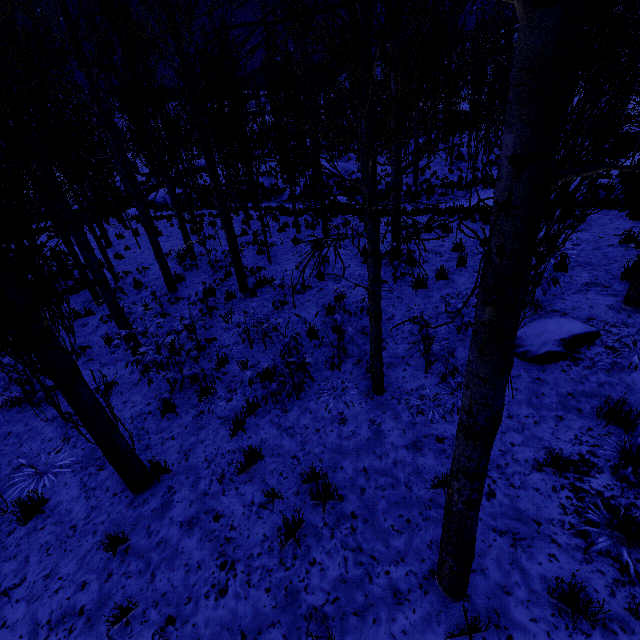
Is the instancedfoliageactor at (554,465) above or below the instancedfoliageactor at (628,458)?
below

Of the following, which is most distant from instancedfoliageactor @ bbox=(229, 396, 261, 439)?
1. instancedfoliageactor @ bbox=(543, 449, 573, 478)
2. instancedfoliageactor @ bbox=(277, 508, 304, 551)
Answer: instancedfoliageactor @ bbox=(277, 508, 304, 551)

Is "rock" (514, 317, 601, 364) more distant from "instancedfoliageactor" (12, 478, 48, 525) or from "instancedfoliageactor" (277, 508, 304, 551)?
"instancedfoliageactor" (277, 508, 304, 551)

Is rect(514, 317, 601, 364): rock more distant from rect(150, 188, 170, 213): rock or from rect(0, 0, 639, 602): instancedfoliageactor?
rect(150, 188, 170, 213): rock

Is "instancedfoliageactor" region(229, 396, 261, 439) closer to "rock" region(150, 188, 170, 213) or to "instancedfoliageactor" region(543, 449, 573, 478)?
"rock" region(150, 188, 170, 213)

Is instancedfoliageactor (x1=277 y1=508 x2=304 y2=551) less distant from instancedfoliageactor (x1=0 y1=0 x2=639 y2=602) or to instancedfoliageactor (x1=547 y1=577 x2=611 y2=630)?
instancedfoliageactor (x1=547 y1=577 x2=611 y2=630)

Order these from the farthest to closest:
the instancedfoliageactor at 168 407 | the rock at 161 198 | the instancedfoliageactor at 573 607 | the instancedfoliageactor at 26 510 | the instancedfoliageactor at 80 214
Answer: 1. the rock at 161 198
2. the instancedfoliageactor at 168 407
3. the instancedfoliageactor at 26 510
4. the instancedfoliageactor at 573 607
5. the instancedfoliageactor at 80 214

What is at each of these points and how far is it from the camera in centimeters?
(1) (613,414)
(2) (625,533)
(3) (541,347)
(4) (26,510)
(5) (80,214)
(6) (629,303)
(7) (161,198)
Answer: (1) instancedfoliageactor, 373cm
(2) instancedfoliageactor, 291cm
(3) rock, 489cm
(4) instancedfoliageactor, 441cm
(5) instancedfoliageactor, 3203cm
(6) instancedfoliageactor, 509cm
(7) rock, 2638cm
